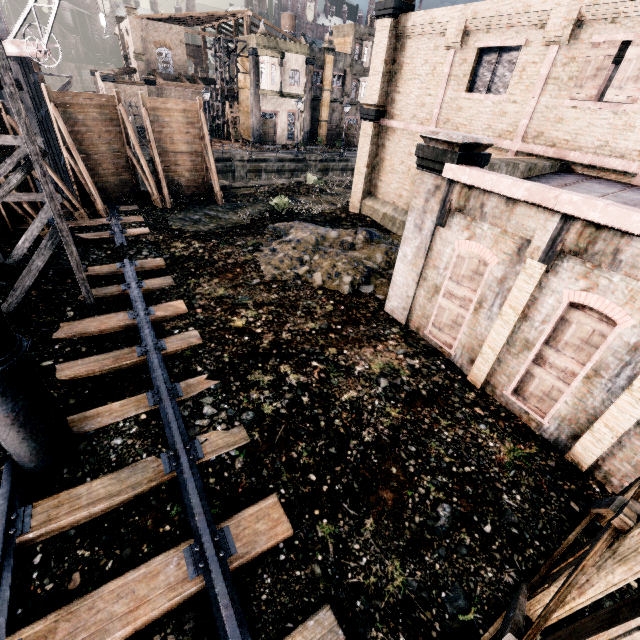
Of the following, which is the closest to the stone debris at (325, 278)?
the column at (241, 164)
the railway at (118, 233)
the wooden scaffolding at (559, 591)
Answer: the railway at (118, 233)

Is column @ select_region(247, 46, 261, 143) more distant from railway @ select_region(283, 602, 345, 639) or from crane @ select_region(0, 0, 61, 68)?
railway @ select_region(283, 602, 345, 639)

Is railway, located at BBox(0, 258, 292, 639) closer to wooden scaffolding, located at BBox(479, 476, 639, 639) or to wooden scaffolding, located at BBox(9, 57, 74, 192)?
wooden scaffolding, located at BBox(479, 476, 639, 639)

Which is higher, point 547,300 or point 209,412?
point 547,300

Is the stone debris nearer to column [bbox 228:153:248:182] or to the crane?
the crane

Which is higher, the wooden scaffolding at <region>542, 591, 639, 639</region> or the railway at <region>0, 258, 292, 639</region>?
the wooden scaffolding at <region>542, 591, 639, 639</region>

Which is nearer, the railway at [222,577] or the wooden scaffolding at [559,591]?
the wooden scaffolding at [559,591]

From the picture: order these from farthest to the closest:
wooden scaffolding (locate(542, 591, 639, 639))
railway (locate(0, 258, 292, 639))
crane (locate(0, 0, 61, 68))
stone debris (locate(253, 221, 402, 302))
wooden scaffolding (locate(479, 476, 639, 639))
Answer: crane (locate(0, 0, 61, 68)) < stone debris (locate(253, 221, 402, 302)) < railway (locate(0, 258, 292, 639)) < wooden scaffolding (locate(479, 476, 639, 639)) < wooden scaffolding (locate(542, 591, 639, 639))
